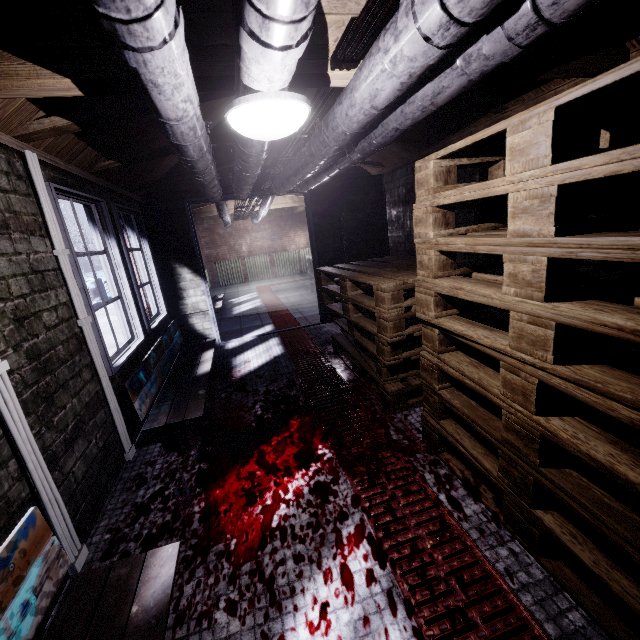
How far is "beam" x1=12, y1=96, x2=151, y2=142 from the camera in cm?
168

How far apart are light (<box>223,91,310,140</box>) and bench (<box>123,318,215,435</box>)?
1.8 meters

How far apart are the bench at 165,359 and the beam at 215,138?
1.5m

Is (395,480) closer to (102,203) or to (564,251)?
(564,251)

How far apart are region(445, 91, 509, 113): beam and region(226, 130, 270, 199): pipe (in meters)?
0.99

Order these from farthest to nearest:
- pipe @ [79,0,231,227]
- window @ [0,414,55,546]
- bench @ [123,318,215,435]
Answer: bench @ [123,318,215,435]
window @ [0,414,55,546]
pipe @ [79,0,231,227]

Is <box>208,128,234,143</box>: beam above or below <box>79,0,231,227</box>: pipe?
above

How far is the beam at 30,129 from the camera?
1.68m
